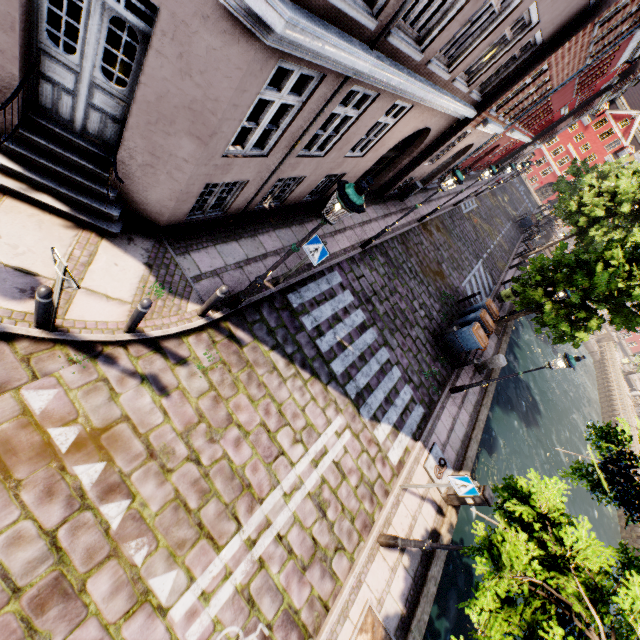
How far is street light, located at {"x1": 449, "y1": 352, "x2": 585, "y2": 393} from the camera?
8.8 meters

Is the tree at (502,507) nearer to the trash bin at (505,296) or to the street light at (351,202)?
the trash bin at (505,296)

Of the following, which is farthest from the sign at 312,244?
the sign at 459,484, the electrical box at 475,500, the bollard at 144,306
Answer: the electrical box at 475,500

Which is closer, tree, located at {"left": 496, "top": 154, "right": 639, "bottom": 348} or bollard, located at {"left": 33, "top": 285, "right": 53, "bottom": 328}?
bollard, located at {"left": 33, "top": 285, "right": 53, "bottom": 328}

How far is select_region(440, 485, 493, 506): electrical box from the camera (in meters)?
8.02

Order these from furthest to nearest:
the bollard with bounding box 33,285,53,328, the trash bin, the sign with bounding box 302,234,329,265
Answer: the trash bin
the sign with bounding box 302,234,329,265
the bollard with bounding box 33,285,53,328

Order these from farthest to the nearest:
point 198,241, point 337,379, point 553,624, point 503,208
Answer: point 503,208
point 337,379
point 198,241
point 553,624

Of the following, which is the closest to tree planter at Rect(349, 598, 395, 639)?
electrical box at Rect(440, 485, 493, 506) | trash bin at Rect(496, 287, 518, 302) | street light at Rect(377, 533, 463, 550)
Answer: street light at Rect(377, 533, 463, 550)
